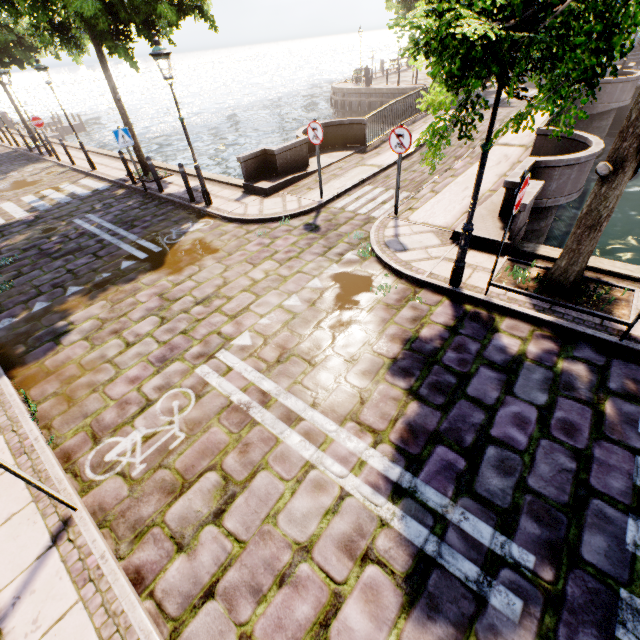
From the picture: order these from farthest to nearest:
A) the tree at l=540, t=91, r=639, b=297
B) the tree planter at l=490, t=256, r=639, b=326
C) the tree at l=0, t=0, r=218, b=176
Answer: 1. the tree at l=0, t=0, r=218, b=176
2. the tree planter at l=490, t=256, r=639, b=326
3. the tree at l=540, t=91, r=639, b=297

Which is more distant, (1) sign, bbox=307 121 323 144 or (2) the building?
(2) the building

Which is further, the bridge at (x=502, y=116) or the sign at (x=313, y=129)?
the bridge at (x=502, y=116)

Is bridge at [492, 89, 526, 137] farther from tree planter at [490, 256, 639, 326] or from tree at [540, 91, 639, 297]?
tree at [540, 91, 639, 297]

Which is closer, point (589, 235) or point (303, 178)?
point (589, 235)

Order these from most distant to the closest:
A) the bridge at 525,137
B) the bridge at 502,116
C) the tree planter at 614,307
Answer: the bridge at 502,116
the bridge at 525,137
the tree planter at 614,307

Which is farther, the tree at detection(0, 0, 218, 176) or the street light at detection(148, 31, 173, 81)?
the tree at detection(0, 0, 218, 176)

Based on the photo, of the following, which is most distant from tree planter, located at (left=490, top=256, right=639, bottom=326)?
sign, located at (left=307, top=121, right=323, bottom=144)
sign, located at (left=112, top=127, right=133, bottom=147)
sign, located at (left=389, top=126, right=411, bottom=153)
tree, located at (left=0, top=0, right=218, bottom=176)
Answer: sign, located at (left=112, top=127, right=133, bottom=147)
